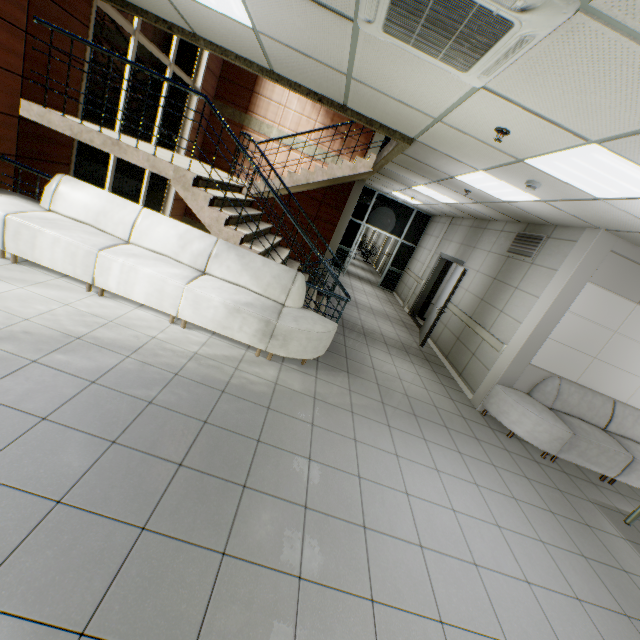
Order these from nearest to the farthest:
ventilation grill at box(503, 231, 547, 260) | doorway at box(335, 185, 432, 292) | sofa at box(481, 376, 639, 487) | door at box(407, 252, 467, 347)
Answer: sofa at box(481, 376, 639, 487)
ventilation grill at box(503, 231, 547, 260)
door at box(407, 252, 467, 347)
doorway at box(335, 185, 432, 292)

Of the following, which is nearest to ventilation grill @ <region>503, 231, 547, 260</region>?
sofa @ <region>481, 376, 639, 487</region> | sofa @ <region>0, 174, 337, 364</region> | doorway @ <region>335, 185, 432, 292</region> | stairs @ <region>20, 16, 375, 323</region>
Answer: sofa @ <region>481, 376, 639, 487</region>

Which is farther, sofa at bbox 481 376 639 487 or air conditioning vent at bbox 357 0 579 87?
sofa at bbox 481 376 639 487

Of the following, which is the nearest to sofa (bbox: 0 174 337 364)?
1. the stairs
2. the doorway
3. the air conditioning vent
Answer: the stairs

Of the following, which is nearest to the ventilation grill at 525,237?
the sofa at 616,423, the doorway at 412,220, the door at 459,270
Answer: the door at 459,270

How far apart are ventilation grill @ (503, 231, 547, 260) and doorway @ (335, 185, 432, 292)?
5.56m

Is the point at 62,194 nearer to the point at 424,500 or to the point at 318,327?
the point at 318,327

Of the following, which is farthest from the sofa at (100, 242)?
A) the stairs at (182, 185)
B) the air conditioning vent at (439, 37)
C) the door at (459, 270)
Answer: the door at (459, 270)
